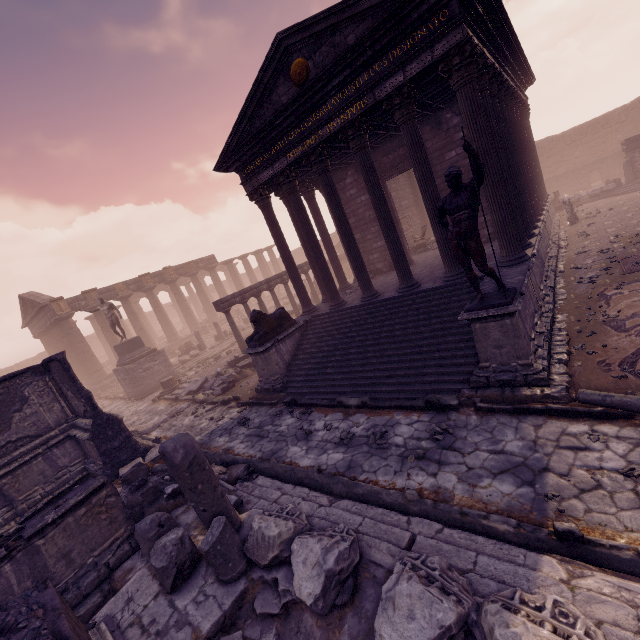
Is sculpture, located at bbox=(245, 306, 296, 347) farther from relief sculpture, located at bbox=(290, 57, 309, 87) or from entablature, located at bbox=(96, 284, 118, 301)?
entablature, located at bbox=(96, 284, 118, 301)

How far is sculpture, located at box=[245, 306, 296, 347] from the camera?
10.5m

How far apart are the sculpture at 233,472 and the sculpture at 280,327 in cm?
379

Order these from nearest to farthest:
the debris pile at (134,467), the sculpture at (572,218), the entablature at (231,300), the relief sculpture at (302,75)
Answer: the debris pile at (134,467)
the relief sculpture at (302,75)
the entablature at (231,300)
the sculpture at (572,218)

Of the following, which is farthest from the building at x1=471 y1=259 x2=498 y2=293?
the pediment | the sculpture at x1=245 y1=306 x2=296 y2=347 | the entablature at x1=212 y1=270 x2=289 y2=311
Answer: the pediment

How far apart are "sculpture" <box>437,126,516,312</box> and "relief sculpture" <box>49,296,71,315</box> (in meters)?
27.31

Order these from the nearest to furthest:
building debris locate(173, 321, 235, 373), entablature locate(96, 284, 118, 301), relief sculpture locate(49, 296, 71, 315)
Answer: building debris locate(173, 321, 235, 373), relief sculpture locate(49, 296, 71, 315), entablature locate(96, 284, 118, 301)

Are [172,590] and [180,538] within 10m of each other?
yes
